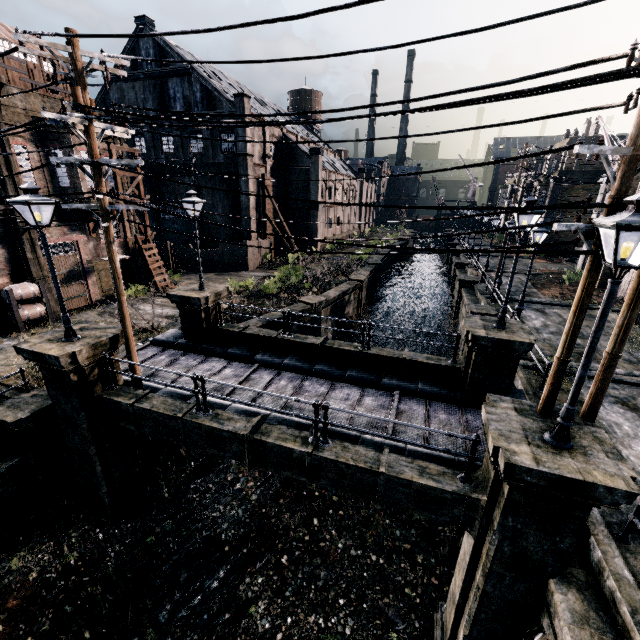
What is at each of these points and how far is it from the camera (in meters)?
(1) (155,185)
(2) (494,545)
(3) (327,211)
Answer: (1) building, 36.88
(2) column, 6.64
(3) building, 45.56

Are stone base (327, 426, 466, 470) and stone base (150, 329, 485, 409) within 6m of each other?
yes

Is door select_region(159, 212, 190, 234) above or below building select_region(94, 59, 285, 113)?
below

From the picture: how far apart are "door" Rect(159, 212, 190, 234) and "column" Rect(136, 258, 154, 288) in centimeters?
1376cm

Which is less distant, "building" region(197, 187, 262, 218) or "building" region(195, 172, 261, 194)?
"building" region(195, 172, 261, 194)

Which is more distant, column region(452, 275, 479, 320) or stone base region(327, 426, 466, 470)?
Answer: column region(452, 275, 479, 320)

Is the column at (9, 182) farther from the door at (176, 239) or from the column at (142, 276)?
the door at (176, 239)

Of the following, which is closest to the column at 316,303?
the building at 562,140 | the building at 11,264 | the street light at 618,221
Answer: the building at 11,264
